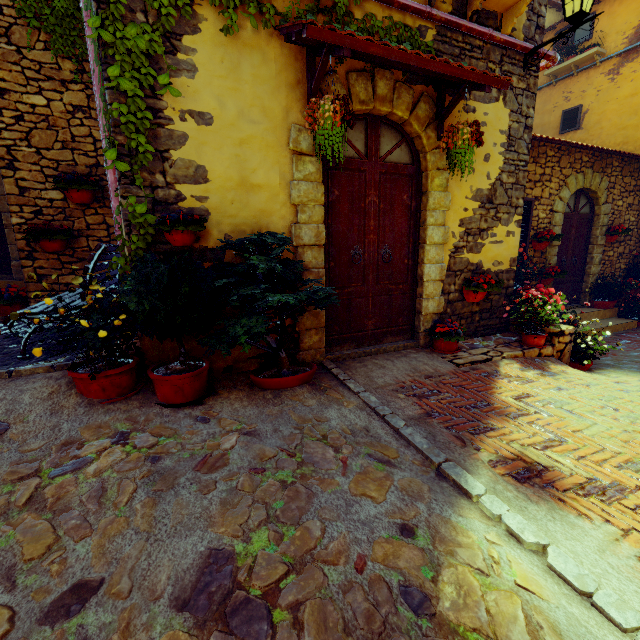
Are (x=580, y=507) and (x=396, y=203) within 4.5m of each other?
yes

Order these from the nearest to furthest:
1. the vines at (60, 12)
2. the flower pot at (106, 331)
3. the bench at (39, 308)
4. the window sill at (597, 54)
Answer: the flower pot at (106, 331) → the bench at (39, 308) → the vines at (60, 12) → the window sill at (597, 54)

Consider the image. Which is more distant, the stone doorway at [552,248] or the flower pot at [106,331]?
the stone doorway at [552,248]

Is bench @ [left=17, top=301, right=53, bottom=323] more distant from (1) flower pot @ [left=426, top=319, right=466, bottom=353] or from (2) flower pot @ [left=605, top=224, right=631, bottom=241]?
(2) flower pot @ [left=605, top=224, right=631, bottom=241]

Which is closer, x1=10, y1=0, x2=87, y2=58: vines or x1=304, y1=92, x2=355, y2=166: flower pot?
x1=304, y1=92, x2=355, y2=166: flower pot

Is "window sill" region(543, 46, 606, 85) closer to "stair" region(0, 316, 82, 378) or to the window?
the window

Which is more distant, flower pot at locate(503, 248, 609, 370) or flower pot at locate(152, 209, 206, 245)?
flower pot at locate(503, 248, 609, 370)

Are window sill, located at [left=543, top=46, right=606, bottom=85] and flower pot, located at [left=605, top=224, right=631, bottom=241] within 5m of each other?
no
